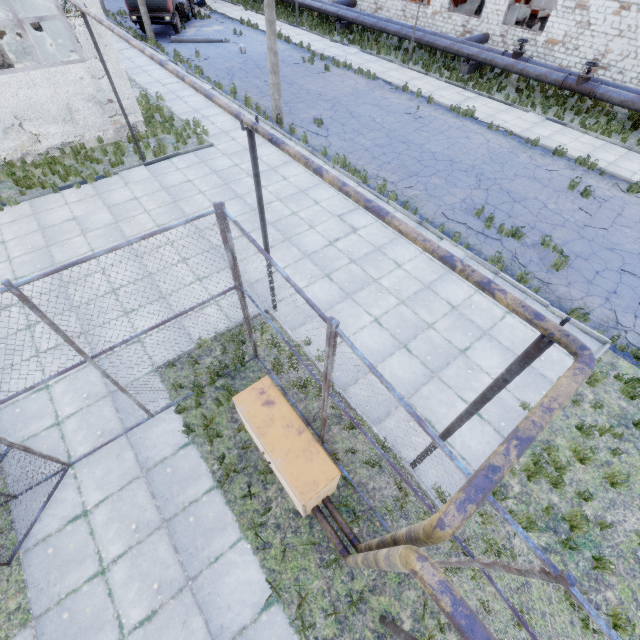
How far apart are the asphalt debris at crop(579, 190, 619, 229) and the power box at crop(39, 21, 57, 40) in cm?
3011

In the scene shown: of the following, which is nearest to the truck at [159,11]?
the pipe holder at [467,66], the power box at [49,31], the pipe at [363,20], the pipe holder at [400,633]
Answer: the power box at [49,31]

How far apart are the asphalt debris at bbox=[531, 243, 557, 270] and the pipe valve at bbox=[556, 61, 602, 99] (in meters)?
12.58

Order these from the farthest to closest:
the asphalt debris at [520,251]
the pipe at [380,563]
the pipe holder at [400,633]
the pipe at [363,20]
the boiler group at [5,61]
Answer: the pipe at [363,20] < the boiler group at [5,61] < the asphalt debris at [520,251] < the pipe holder at [400,633] < the pipe at [380,563]

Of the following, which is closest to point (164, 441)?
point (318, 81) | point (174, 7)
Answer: point (318, 81)

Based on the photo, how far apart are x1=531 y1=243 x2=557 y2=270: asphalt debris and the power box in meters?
29.2

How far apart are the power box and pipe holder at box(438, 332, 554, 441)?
30.7 meters

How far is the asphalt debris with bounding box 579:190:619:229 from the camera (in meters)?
10.97
